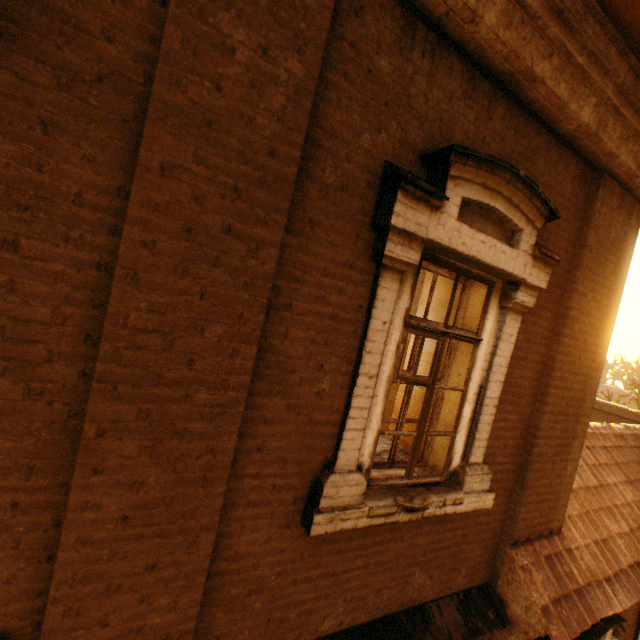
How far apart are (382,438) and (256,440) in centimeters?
211cm

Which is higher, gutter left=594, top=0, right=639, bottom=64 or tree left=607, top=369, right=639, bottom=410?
gutter left=594, top=0, right=639, bottom=64

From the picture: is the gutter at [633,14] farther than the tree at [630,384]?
No

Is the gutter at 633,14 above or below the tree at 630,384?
above

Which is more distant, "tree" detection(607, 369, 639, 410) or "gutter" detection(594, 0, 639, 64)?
"tree" detection(607, 369, 639, 410)
